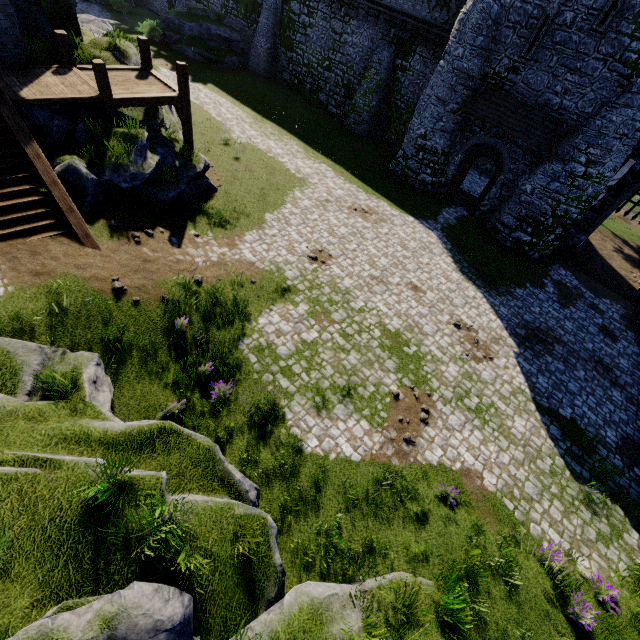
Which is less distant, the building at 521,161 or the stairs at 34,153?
the stairs at 34,153

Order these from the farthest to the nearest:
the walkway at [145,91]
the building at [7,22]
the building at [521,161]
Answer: the building at [521,161], the walkway at [145,91], the building at [7,22]

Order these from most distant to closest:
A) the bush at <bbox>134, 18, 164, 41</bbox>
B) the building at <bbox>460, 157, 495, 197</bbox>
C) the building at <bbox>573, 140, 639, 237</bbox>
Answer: the bush at <bbox>134, 18, 164, 41</bbox> → the building at <bbox>460, 157, 495, 197</bbox> → the building at <bbox>573, 140, 639, 237</bbox>

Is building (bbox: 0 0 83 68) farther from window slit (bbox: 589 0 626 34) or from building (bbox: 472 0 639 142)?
window slit (bbox: 589 0 626 34)

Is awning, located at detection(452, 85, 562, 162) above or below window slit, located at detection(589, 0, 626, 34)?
below

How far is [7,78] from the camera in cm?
1065

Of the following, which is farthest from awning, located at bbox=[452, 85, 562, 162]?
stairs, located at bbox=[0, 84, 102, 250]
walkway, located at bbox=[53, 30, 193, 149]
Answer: stairs, located at bbox=[0, 84, 102, 250]

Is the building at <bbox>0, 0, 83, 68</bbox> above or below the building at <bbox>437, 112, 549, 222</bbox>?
above
